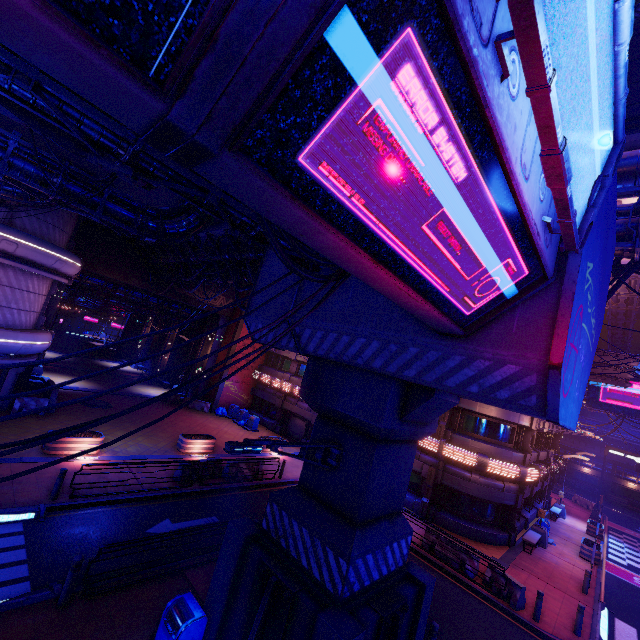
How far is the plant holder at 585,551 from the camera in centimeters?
2002cm

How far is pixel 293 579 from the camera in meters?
7.0

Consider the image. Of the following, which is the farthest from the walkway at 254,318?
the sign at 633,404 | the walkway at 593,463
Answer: the walkway at 593,463

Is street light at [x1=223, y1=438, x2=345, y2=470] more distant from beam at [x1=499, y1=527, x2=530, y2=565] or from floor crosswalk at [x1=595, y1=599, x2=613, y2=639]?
beam at [x1=499, y1=527, x2=530, y2=565]

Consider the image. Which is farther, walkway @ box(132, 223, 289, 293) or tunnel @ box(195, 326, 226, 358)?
tunnel @ box(195, 326, 226, 358)

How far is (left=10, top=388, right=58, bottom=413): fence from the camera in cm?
1779

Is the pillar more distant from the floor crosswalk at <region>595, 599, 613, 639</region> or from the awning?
the awning

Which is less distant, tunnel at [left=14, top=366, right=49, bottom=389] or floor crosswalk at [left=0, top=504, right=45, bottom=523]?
floor crosswalk at [left=0, top=504, right=45, bottom=523]
